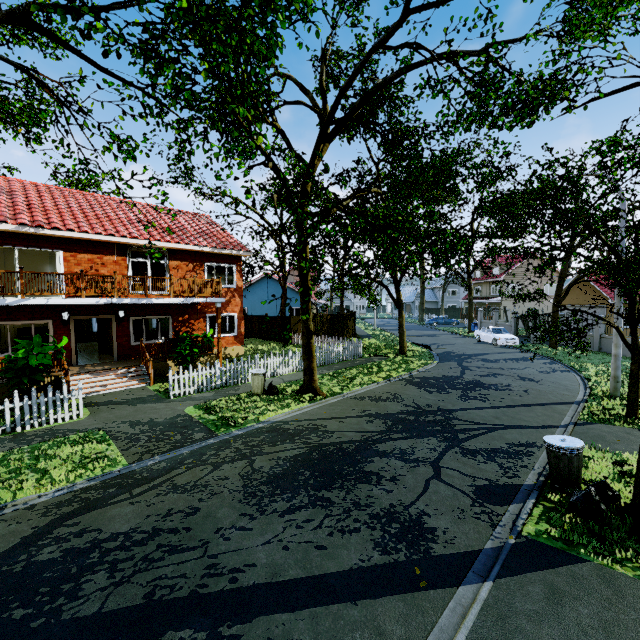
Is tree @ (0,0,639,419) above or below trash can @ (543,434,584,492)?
above

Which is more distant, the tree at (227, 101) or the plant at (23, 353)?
the plant at (23, 353)

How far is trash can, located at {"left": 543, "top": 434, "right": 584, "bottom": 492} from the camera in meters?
6.2

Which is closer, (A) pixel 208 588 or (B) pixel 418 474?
(A) pixel 208 588

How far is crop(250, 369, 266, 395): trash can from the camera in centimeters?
1256cm

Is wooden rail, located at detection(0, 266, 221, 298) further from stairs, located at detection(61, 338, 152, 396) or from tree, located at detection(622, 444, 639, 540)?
tree, located at detection(622, 444, 639, 540)

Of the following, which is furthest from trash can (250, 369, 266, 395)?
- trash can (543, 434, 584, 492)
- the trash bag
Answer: the trash bag

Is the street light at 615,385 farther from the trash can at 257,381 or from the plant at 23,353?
the plant at 23,353
